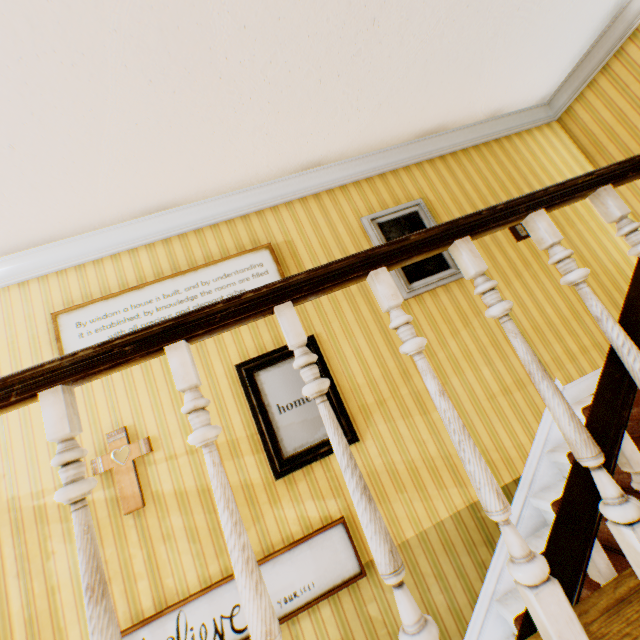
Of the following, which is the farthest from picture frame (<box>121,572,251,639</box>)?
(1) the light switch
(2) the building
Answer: (1) the light switch

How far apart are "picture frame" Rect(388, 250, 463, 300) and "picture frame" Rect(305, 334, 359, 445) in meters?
1.0

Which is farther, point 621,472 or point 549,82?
point 549,82

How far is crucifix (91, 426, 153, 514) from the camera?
2.4 meters

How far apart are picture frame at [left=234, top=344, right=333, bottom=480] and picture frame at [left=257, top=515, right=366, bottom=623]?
0.45m

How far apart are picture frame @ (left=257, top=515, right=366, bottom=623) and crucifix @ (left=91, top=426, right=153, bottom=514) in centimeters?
69cm

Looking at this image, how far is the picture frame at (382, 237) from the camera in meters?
3.3

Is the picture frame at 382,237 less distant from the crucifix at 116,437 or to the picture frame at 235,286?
the picture frame at 235,286
